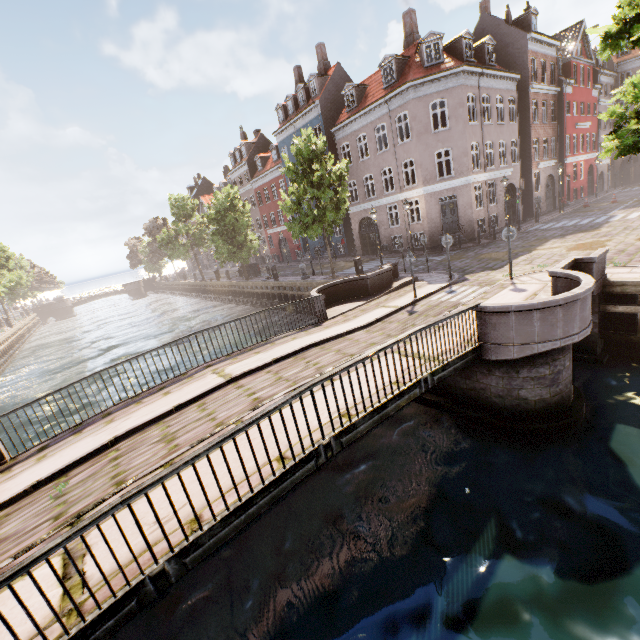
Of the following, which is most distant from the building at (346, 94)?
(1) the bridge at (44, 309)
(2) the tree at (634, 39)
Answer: (1) the bridge at (44, 309)

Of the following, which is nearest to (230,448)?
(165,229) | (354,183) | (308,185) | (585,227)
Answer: (308,185)

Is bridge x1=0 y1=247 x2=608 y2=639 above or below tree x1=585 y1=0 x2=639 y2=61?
below

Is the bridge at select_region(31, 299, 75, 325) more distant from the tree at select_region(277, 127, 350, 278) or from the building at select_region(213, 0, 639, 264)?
the building at select_region(213, 0, 639, 264)

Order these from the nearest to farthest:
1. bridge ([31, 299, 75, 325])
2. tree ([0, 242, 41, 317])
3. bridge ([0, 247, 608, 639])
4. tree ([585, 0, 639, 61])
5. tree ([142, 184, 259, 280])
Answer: bridge ([0, 247, 608, 639])
tree ([585, 0, 639, 61])
tree ([142, 184, 259, 280])
tree ([0, 242, 41, 317])
bridge ([31, 299, 75, 325])

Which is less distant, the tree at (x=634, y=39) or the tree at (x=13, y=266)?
the tree at (x=634, y=39)

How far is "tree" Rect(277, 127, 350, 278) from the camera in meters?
18.1
